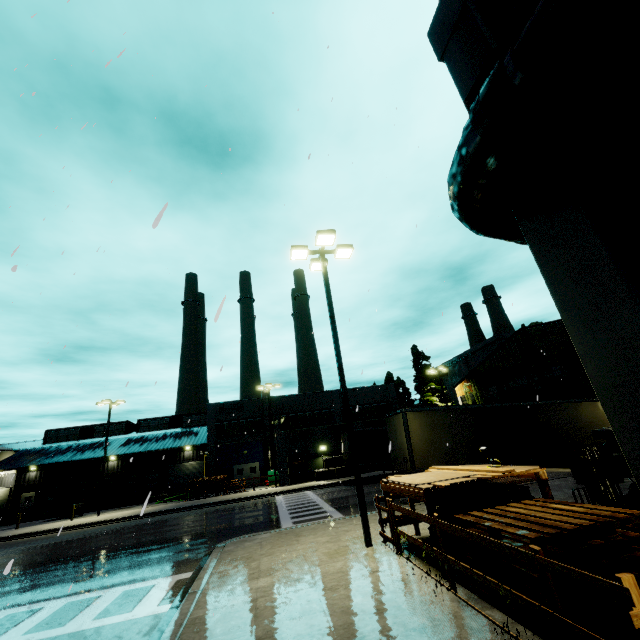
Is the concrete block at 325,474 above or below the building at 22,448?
below

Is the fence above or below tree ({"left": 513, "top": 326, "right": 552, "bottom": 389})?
below

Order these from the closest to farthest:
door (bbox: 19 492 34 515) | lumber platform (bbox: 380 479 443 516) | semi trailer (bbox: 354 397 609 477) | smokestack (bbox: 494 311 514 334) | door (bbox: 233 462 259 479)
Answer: lumber platform (bbox: 380 479 443 516)
semi trailer (bbox: 354 397 609 477)
door (bbox: 233 462 259 479)
door (bbox: 19 492 34 515)
smokestack (bbox: 494 311 514 334)

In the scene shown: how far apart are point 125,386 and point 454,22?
9.41m

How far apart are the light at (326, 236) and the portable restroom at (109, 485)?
39.2 meters

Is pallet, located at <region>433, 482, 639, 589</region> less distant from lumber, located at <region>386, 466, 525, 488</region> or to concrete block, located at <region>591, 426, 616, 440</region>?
lumber, located at <region>386, 466, 525, 488</region>

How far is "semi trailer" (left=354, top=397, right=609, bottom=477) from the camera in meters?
15.1

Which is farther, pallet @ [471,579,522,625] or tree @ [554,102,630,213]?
pallet @ [471,579,522,625]
